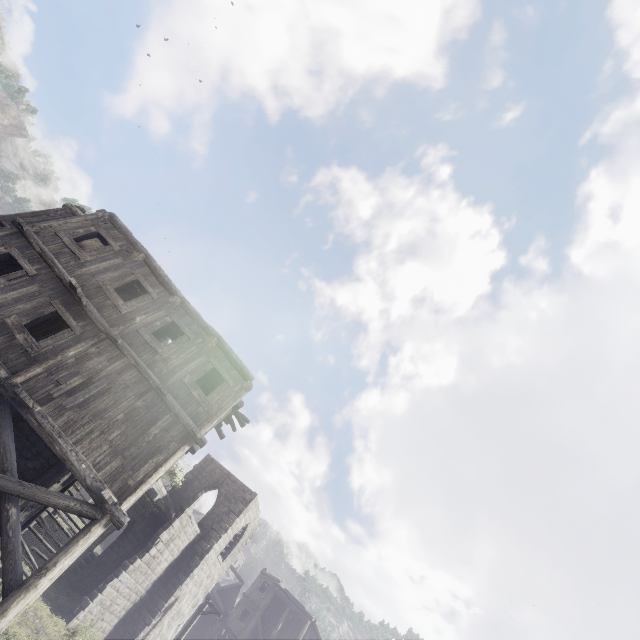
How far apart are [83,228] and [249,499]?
22.84m
